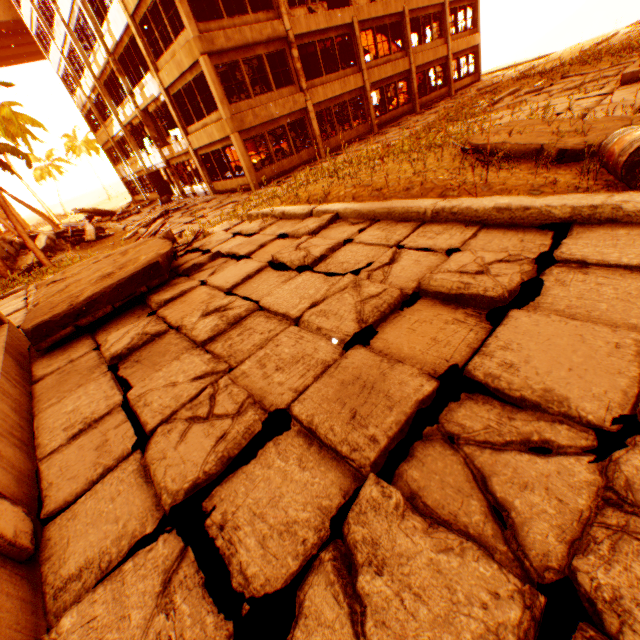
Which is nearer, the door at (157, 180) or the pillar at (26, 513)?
the pillar at (26, 513)

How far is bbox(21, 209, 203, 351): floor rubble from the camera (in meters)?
4.55

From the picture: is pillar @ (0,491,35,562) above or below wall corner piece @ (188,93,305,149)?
below

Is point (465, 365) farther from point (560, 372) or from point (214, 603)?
point (214, 603)

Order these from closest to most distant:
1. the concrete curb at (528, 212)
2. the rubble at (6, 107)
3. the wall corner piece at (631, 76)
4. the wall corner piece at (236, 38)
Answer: the concrete curb at (528, 212) → the wall corner piece at (631, 76) → the wall corner piece at (236, 38) → the rubble at (6, 107)

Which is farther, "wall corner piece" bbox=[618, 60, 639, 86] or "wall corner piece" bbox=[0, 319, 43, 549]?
"wall corner piece" bbox=[618, 60, 639, 86]

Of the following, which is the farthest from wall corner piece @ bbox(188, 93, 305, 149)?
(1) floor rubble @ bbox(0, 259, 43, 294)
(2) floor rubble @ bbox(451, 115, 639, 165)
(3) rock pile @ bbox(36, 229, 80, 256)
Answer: (2) floor rubble @ bbox(451, 115, 639, 165)

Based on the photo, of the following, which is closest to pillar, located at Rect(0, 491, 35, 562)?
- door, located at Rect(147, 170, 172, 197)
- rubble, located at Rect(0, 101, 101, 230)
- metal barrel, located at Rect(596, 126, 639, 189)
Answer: rubble, located at Rect(0, 101, 101, 230)
